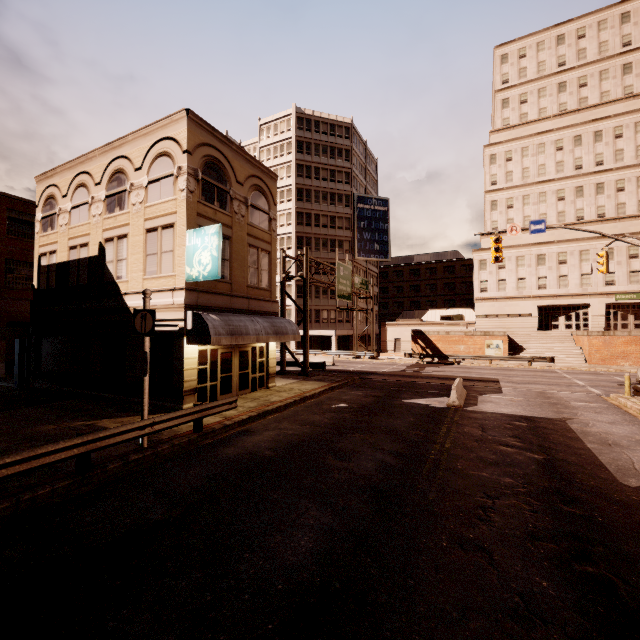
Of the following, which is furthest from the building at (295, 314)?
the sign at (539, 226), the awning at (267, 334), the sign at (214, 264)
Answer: the sign at (214, 264)

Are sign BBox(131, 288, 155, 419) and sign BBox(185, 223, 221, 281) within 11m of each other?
yes

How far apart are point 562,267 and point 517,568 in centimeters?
4823cm

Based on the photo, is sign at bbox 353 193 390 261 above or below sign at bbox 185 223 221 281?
above

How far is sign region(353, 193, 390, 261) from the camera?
52.16m

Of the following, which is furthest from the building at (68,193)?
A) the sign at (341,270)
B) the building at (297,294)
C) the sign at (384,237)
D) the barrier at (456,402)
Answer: the sign at (384,237)

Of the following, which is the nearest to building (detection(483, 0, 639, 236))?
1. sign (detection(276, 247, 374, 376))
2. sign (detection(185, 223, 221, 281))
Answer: sign (detection(276, 247, 374, 376))

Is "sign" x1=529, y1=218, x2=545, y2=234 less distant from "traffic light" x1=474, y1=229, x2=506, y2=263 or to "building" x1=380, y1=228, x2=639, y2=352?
"traffic light" x1=474, y1=229, x2=506, y2=263
